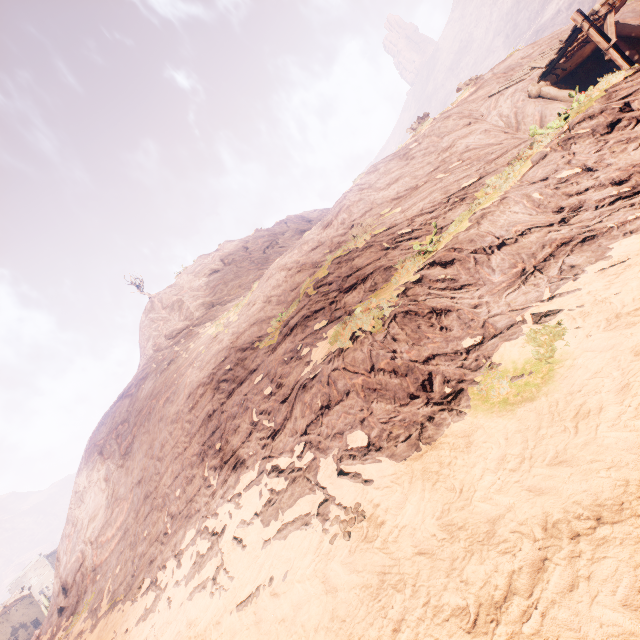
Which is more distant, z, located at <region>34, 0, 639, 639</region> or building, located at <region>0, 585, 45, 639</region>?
building, located at <region>0, 585, 45, 639</region>

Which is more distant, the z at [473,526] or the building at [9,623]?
the building at [9,623]

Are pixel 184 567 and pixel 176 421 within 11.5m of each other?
yes
